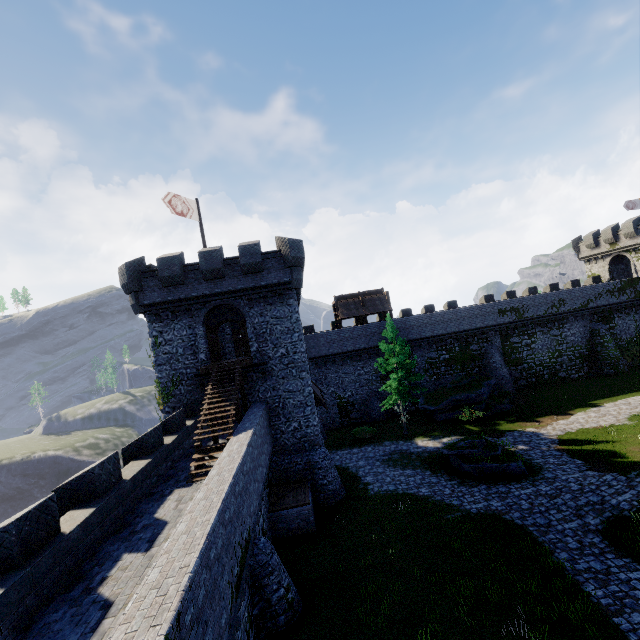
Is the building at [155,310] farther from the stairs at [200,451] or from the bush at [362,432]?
the bush at [362,432]

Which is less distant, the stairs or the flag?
the stairs

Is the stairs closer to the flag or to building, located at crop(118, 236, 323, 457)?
building, located at crop(118, 236, 323, 457)

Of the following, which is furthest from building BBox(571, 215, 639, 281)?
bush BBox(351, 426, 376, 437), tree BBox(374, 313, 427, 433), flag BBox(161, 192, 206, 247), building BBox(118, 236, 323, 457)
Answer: flag BBox(161, 192, 206, 247)

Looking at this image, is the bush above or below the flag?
below

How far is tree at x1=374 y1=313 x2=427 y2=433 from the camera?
27.2 meters

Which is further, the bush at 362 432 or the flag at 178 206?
the bush at 362 432

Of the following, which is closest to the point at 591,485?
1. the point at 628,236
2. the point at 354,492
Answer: the point at 354,492
